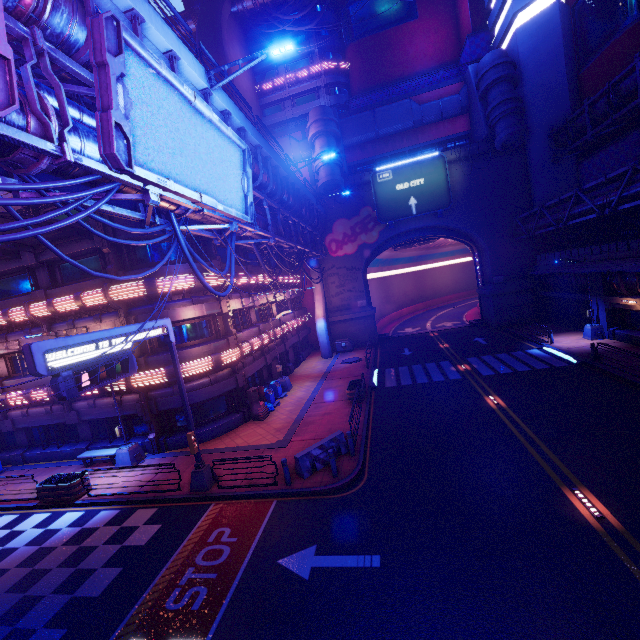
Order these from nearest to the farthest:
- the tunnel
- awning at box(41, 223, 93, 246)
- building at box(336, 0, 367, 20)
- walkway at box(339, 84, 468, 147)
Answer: awning at box(41, 223, 93, 246) < walkway at box(339, 84, 468, 147) < the tunnel < building at box(336, 0, 367, 20)

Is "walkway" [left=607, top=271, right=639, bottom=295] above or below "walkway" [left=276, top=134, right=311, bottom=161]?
below

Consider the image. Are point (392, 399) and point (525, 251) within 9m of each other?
no

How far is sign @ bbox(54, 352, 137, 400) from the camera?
8.6 meters

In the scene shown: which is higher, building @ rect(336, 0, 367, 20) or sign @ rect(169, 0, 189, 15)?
sign @ rect(169, 0, 189, 15)

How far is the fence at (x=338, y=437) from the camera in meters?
12.8 m

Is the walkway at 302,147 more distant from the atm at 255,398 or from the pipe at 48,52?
the atm at 255,398

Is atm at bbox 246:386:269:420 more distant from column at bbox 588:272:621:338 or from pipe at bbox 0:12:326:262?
column at bbox 588:272:621:338
